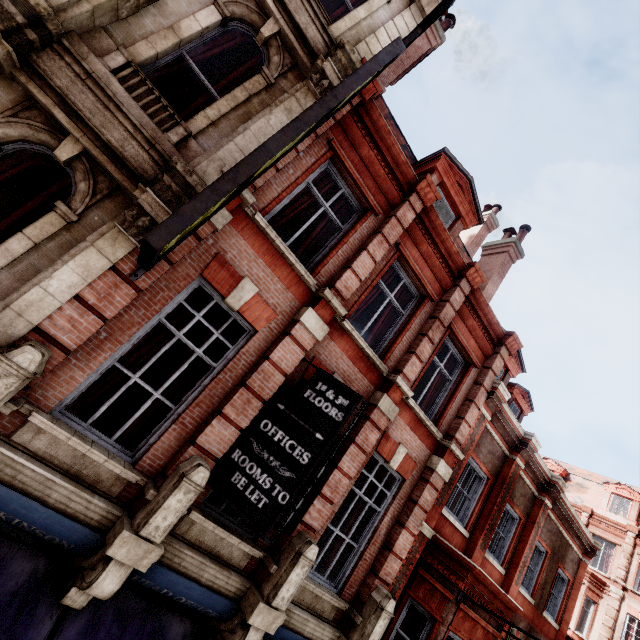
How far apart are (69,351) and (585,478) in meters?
36.4

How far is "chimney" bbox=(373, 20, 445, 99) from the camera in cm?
912

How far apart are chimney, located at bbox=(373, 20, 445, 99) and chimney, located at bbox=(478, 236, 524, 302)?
6.77m

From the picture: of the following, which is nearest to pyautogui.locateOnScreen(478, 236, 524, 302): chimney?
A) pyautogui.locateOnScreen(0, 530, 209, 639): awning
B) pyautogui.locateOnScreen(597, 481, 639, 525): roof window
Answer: pyautogui.locateOnScreen(0, 530, 209, 639): awning

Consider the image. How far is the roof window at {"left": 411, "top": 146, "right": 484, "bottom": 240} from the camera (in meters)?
8.98

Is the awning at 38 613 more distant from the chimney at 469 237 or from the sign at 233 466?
the chimney at 469 237

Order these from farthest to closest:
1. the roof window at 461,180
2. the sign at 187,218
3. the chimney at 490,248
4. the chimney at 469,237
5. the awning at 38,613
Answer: the chimney at 469,237 < the chimney at 490,248 < the roof window at 461,180 < the awning at 38,613 < the sign at 187,218

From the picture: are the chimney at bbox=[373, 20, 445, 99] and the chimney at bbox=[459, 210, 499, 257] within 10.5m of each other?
yes
